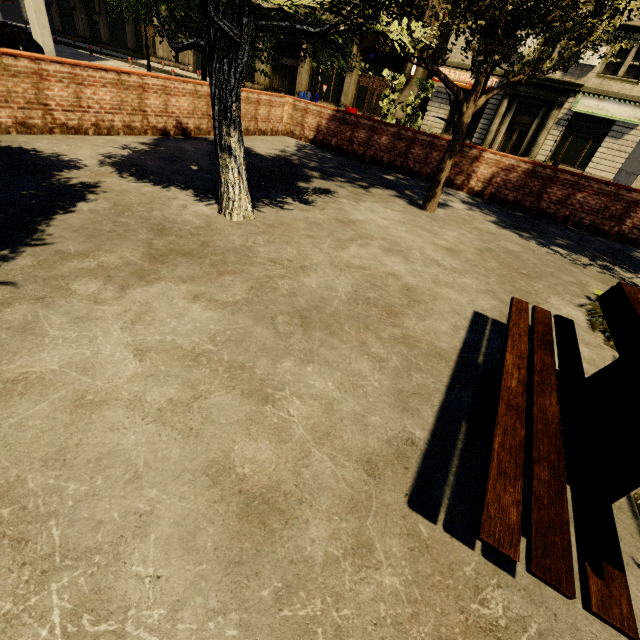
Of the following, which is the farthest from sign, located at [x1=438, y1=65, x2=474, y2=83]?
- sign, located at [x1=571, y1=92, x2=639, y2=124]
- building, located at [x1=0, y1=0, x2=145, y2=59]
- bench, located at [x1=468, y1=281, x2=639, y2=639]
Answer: bench, located at [x1=468, y1=281, x2=639, y2=639]

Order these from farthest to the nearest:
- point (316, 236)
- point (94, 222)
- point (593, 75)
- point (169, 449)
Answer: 1. point (593, 75)
2. point (316, 236)
3. point (94, 222)
4. point (169, 449)

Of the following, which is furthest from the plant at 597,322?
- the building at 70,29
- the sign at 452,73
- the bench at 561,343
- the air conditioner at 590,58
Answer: the sign at 452,73

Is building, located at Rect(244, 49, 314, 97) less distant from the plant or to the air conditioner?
the air conditioner

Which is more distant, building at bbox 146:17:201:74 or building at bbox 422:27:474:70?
building at bbox 146:17:201:74

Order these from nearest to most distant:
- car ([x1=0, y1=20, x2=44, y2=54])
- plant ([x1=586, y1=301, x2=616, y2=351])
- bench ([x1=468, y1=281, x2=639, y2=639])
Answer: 1. bench ([x1=468, y1=281, x2=639, y2=639])
2. plant ([x1=586, y1=301, x2=616, y2=351])
3. car ([x1=0, y1=20, x2=44, y2=54])

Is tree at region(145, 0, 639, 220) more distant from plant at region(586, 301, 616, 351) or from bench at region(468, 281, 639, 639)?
bench at region(468, 281, 639, 639)

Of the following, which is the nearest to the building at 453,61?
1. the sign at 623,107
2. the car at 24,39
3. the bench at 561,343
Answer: the sign at 623,107
